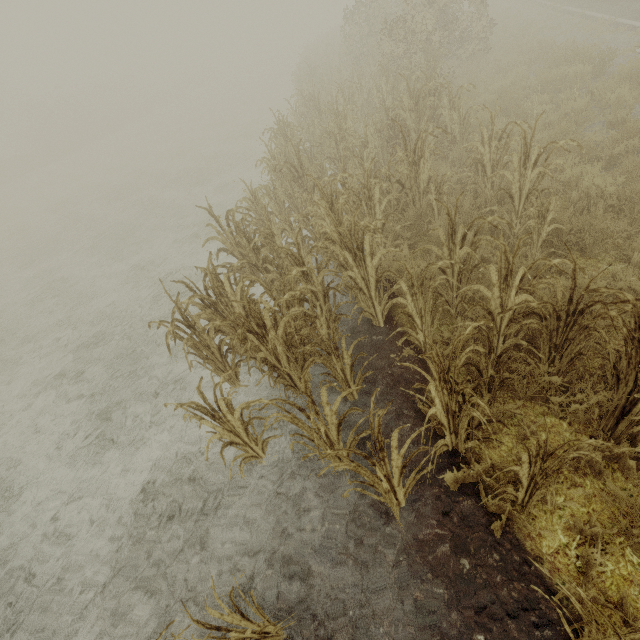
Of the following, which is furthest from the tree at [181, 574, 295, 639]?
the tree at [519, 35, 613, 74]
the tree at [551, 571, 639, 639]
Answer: the tree at [551, 571, 639, 639]

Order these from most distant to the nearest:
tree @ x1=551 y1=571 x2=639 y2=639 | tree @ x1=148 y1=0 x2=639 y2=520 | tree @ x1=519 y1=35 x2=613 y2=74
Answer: tree @ x1=519 y1=35 x2=613 y2=74 < tree @ x1=148 y1=0 x2=639 y2=520 < tree @ x1=551 y1=571 x2=639 y2=639

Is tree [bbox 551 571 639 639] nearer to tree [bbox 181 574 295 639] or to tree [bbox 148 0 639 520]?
tree [bbox 148 0 639 520]

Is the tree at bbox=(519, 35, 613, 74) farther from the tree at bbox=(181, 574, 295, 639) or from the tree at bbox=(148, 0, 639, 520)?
the tree at bbox=(148, 0, 639, 520)

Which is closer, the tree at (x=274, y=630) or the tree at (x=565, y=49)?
the tree at (x=274, y=630)

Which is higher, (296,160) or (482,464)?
(296,160)

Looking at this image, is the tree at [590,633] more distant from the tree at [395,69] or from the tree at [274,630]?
the tree at [274,630]

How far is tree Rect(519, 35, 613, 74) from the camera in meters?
8.3
